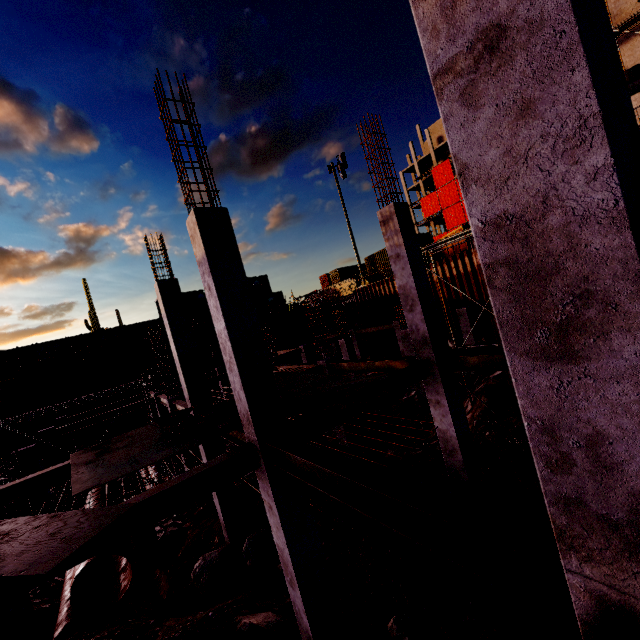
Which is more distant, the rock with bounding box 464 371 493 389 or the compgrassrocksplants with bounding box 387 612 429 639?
the rock with bounding box 464 371 493 389

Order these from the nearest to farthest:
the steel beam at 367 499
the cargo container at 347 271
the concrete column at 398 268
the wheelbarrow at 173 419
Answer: the steel beam at 367 499 → the wheelbarrow at 173 419 → the concrete column at 398 268 → the cargo container at 347 271

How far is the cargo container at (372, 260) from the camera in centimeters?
2678cm

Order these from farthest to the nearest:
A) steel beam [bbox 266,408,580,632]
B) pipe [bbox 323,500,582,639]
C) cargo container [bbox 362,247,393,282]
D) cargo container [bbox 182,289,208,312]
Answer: cargo container [bbox 182,289,208,312] < cargo container [bbox 362,247,393,282] < pipe [bbox 323,500,582,639] < steel beam [bbox 266,408,580,632]

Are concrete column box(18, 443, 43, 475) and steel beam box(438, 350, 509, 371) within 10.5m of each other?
no

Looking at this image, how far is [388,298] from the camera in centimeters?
2583cm

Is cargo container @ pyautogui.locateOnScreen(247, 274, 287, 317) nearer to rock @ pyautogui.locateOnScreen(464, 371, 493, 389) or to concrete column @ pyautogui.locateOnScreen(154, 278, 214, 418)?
concrete column @ pyautogui.locateOnScreen(154, 278, 214, 418)

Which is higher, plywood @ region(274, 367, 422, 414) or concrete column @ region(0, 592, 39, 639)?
plywood @ region(274, 367, 422, 414)
